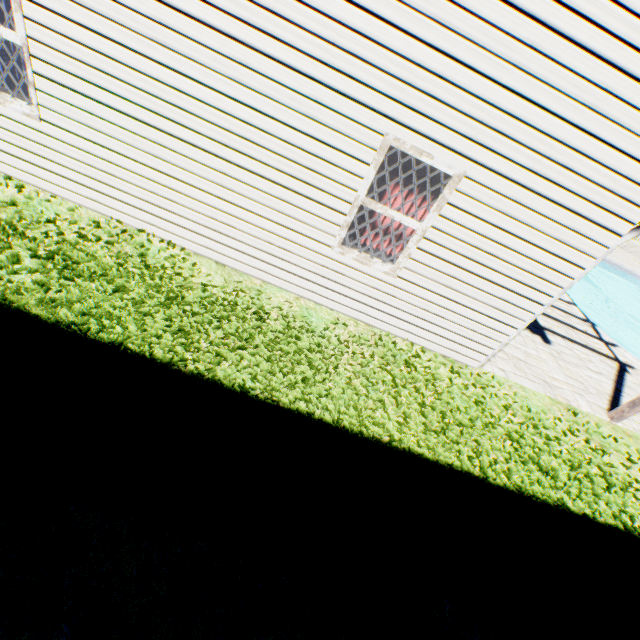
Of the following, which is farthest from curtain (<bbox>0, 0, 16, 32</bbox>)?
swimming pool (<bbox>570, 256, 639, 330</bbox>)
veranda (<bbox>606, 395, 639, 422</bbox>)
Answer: swimming pool (<bbox>570, 256, 639, 330</bbox>)

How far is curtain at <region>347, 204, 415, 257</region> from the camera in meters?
4.5 m

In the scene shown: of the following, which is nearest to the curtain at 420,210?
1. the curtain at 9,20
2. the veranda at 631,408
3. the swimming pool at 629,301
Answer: the veranda at 631,408

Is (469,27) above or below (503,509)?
above

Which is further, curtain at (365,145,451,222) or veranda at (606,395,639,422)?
veranda at (606,395,639,422)

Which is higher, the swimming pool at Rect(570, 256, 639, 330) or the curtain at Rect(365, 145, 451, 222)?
the curtain at Rect(365, 145, 451, 222)

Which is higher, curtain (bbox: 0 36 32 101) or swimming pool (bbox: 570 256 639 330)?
curtain (bbox: 0 36 32 101)

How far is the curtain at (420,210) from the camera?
4.01m
